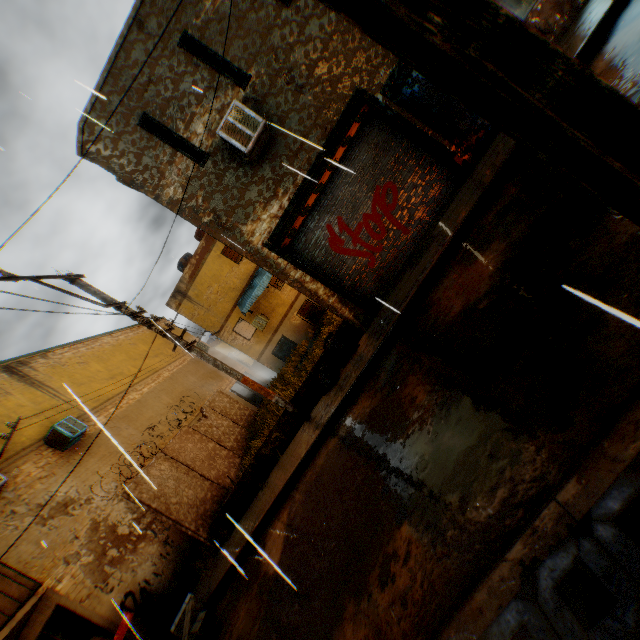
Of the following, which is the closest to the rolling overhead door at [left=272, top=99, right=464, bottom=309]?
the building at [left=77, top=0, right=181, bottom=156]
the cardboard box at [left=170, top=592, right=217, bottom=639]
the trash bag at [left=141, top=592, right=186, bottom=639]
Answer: the building at [left=77, top=0, right=181, bottom=156]

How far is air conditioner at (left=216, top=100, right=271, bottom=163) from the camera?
6.97m

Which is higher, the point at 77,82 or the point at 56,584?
the point at 77,82

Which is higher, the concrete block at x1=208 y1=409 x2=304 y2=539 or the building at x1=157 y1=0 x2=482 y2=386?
the building at x1=157 y1=0 x2=482 y2=386

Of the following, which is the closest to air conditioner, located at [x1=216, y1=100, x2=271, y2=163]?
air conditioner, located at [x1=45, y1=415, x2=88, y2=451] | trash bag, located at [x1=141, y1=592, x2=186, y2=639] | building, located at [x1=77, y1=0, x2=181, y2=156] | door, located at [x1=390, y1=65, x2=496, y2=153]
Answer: building, located at [x1=77, y1=0, x2=181, y2=156]

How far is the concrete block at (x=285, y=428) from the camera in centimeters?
895cm

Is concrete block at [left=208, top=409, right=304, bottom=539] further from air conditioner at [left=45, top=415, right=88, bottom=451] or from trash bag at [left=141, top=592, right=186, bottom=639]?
air conditioner at [left=45, top=415, right=88, bottom=451]

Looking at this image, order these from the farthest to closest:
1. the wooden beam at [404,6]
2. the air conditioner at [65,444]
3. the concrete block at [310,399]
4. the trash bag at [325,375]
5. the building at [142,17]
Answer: the air conditioner at [65,444]
the concrete block at [310,399]
the trash bag at [325,375]
the building at [142,17]
the wooden beam at [404,6]
